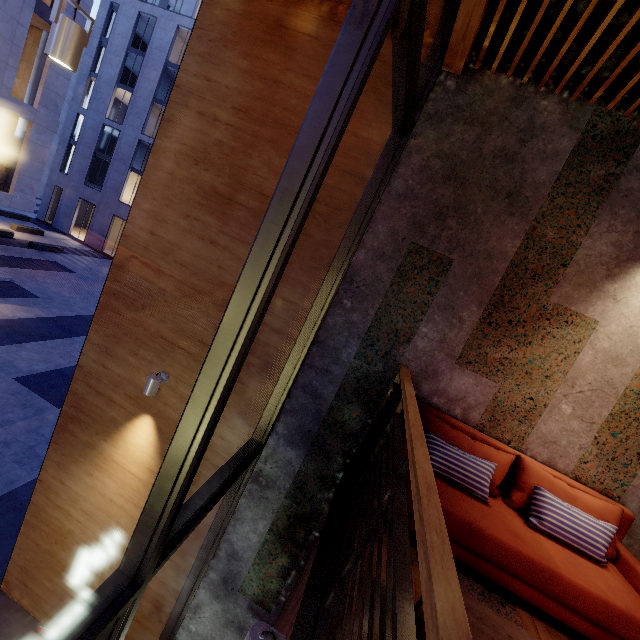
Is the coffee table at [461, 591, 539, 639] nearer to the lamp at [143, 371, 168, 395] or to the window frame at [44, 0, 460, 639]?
the window frame at [44, 0, 460, 639]

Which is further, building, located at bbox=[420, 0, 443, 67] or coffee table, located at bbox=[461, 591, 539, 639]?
building, located at bbox=[420, 0, 443, 67]

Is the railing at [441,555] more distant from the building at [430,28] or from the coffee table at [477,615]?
the building at [430,28]

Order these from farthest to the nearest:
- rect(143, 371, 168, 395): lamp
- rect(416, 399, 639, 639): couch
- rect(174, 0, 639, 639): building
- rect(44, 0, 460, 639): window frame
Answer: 1. rect(143, 371, 168, 395): lamp
2. rect(174, 0, 639, 639): building
3. rect(416, 399, 639, 639): couch
4. rect(44, 0, 460, 639): window frame

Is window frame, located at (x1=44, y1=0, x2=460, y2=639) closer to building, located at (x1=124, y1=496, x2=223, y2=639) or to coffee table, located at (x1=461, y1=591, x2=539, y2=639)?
building, located at (x1=124, y1=496, x2=223, y2=639)

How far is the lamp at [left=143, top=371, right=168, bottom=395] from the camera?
4.03m

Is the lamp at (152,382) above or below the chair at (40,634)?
above

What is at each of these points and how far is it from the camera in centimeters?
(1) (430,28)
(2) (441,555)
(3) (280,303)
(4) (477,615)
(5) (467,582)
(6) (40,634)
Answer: (1) building, 330cm
(2) railing, 92cm
(3) building, 388cm
(4) coffee table, 184cm
(5) building, 251cm
(6) chair, 441cm
